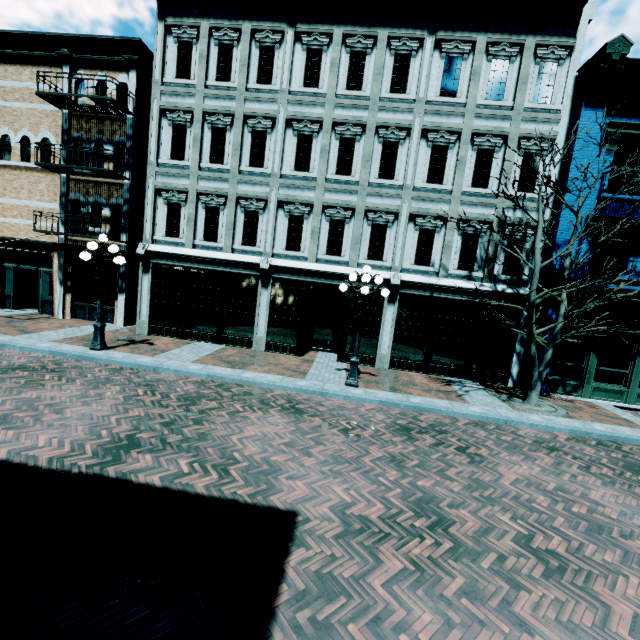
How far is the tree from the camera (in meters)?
8.62

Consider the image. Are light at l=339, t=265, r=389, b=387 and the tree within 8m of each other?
yes

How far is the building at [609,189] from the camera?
10.5 meters

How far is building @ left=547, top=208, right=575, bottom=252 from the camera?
10.89m

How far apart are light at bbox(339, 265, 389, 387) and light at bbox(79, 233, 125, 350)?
7.1m

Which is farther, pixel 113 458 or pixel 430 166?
pixel 430 166

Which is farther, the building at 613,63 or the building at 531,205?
the building at 531,205

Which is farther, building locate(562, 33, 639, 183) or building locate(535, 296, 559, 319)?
building locate(535, 296, 559, 319)
